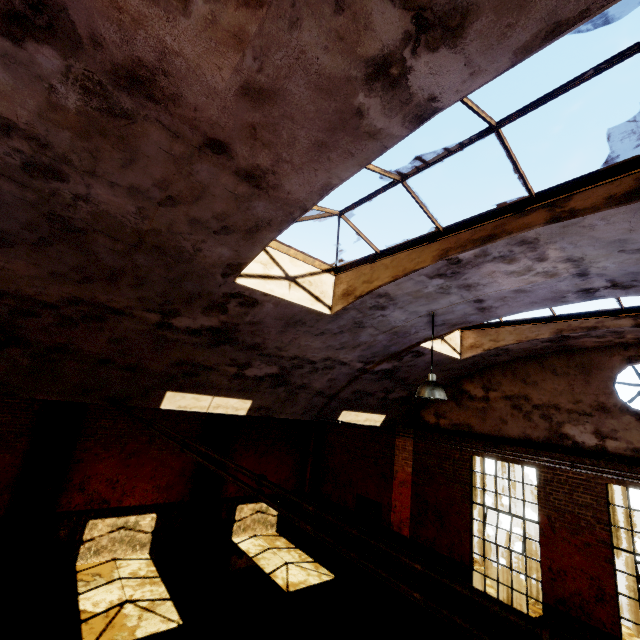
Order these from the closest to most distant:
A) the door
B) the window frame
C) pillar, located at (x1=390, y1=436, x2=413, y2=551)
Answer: the window frame, pillar, located at (x1=390, y1=436, x2=413, y2=551), the door

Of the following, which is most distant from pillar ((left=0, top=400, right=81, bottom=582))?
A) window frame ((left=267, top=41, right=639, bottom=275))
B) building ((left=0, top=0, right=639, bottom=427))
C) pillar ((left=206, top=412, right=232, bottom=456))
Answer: window frame ((left=267, top=41, right=639, bottom=275))

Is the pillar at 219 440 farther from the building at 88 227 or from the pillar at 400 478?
the pillar at 400 478

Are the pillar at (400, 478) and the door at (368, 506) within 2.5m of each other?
yes

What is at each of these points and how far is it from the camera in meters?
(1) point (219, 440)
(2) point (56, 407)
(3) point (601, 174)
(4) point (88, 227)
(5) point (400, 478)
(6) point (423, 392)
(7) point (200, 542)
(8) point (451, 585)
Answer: (1) pillar, 12.4
(2) pillar, 9.5
(3) window frame, 3.3
(4) building, 3.9
(5) pillar, 11.5
(6) hanging light, 5.8
(7) pillar, 11.5
(8) pipe, 0.8

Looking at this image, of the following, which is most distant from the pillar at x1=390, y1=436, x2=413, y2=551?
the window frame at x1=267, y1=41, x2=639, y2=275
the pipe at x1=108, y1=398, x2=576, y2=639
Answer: the pipe at x1=108, y1=398, x2=576, y2=639

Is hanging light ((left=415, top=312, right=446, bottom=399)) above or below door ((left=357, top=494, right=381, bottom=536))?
above

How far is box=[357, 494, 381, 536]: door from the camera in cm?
1194
